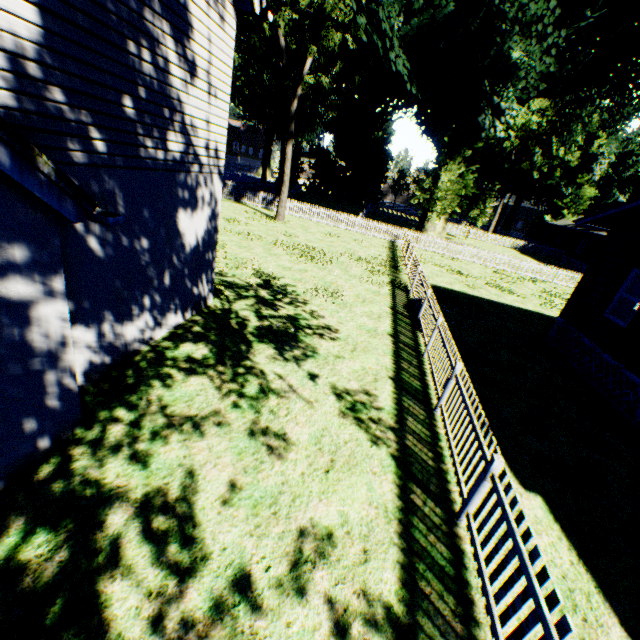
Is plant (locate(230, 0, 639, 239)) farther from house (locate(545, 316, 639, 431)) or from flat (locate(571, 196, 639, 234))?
house (locate(545, 316, 639, 431))

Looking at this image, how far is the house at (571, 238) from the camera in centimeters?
3641cm

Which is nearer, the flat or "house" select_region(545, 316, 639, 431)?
"house" select_region(545, 316, 639, 431)

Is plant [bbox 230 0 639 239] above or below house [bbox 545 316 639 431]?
above

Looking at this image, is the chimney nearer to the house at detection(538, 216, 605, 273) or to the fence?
the fence

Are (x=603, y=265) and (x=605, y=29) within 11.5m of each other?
no

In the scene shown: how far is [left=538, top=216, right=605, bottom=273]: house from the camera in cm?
3641

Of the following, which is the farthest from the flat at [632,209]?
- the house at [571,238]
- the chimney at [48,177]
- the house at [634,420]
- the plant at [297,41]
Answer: the house at [571,238]
